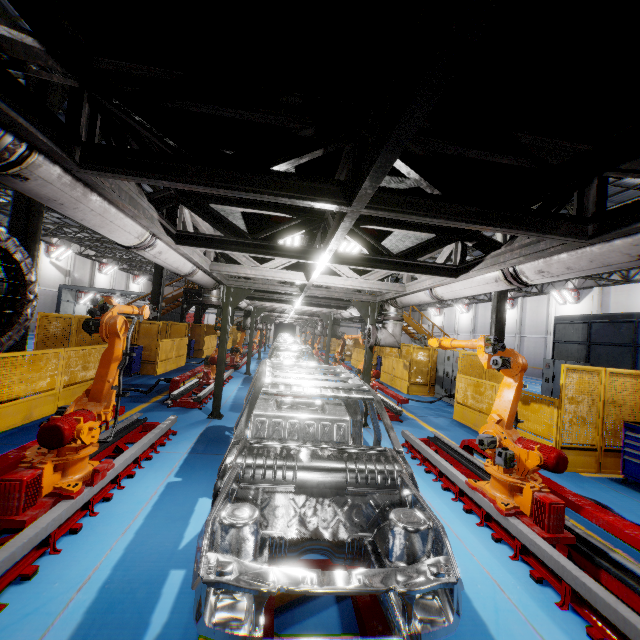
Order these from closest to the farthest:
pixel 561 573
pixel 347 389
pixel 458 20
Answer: pixel 458 20
pixel 561 573
pixel 347 389

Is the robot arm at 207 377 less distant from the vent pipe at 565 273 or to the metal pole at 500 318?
the vent pipe at 565 273

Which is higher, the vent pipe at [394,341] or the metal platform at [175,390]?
the vent pipe at [394,341]

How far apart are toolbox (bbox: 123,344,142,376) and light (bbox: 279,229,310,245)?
9.3 meters

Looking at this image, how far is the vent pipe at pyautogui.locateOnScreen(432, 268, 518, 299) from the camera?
4.0 meters

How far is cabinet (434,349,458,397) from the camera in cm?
1316

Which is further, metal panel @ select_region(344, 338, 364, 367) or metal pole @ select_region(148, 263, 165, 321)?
metal panel @ select_region(344, 338, 364, 367)

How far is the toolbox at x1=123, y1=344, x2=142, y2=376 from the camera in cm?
1246
